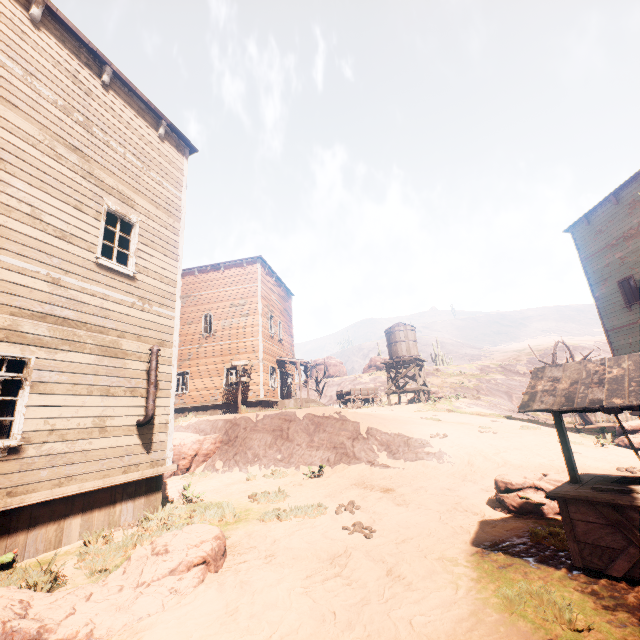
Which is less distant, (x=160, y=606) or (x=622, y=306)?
(x=160, y=606)

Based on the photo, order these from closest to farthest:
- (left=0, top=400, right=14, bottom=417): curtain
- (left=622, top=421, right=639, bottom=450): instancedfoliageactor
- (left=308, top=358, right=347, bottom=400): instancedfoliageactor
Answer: (left=0, top=400, right=14, bottom=417): curtain, (left=622, top=421, right=639, bottom=450): instancedfoliageactor, (left=308, top=358, right=347, bottom=400): instancedfoliageactor

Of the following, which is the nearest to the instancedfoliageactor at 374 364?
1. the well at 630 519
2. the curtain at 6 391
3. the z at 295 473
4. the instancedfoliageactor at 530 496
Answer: the z at 295 473

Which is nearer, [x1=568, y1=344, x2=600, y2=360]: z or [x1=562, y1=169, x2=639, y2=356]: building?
[x1=562, y1=169, x2=639, y2=356]: building

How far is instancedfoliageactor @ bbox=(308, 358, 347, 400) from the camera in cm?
2933

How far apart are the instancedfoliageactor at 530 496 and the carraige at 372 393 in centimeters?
1812cm

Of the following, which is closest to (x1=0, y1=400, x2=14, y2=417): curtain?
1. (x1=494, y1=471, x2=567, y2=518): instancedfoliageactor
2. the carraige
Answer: (x1=494, y1=471, x2=567, y2=518): instancedfoliageactor

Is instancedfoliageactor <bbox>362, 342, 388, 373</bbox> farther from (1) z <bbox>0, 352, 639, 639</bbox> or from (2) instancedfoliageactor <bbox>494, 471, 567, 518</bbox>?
(2) instancedfoliageactor <bbox>494, 471, 567, 518</bbox>
